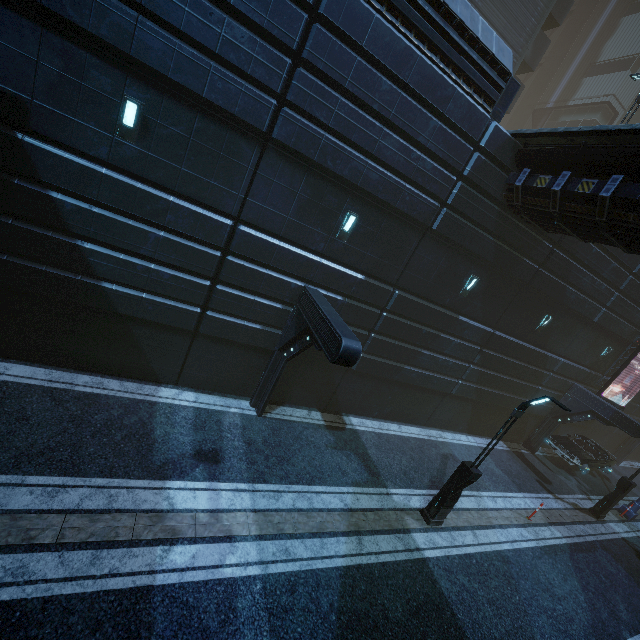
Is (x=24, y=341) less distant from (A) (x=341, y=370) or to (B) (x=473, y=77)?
(A) (x=341, y=370)

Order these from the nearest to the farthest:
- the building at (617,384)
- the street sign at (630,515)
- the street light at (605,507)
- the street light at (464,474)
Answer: the street light at (464,474), the street light at (605,507), the street sign at (630,515), the building at (617,384)

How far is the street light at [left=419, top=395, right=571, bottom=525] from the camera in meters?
9.0 m

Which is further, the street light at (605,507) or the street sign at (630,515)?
the street sign at (630,515)

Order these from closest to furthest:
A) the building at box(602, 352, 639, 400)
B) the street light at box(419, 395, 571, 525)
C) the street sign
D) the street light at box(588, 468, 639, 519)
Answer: the street light at box(419, 395, 571, 525) < the street light at box(588, 468, 639, 519) < the street sign < the building at box(602, 352, 639, 400)

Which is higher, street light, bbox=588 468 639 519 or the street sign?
street light, bbox=588 468 639 519

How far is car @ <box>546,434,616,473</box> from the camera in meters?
18.4 m

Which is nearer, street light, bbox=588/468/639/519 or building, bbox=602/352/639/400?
street light, bbox=588/468/639/519
